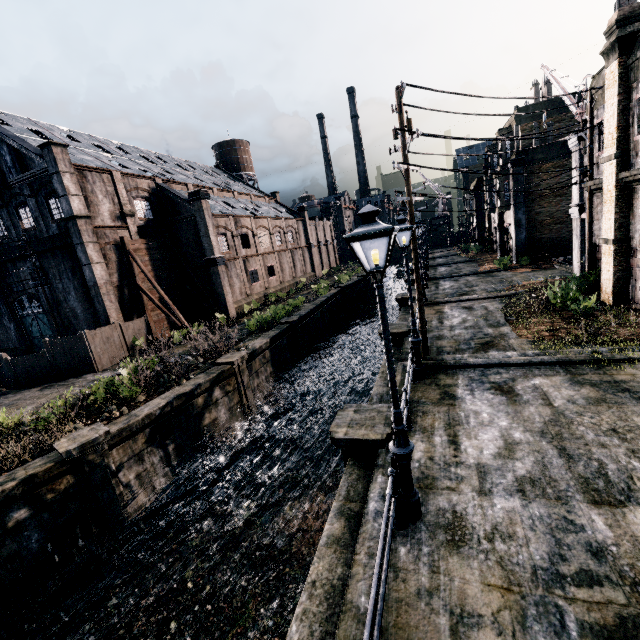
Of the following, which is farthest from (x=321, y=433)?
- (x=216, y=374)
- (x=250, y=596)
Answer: (x=250, y=596)

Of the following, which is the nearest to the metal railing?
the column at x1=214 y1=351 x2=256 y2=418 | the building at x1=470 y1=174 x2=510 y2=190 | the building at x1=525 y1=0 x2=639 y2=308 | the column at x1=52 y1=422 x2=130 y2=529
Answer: the building at x1=525 y1=0 x2=639 y2=308

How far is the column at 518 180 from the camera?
29.7 meters

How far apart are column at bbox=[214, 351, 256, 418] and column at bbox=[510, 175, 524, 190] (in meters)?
27.65

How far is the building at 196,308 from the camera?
33.62m

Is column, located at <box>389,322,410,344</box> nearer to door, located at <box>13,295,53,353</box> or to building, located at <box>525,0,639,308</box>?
building, located at <box>525,0,639,308</box>

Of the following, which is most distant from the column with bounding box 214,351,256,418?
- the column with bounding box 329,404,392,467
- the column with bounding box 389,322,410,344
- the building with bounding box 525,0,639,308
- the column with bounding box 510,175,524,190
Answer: the column with bounding box 510,175,524,190

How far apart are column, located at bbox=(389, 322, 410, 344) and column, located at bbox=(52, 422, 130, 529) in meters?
12.6
